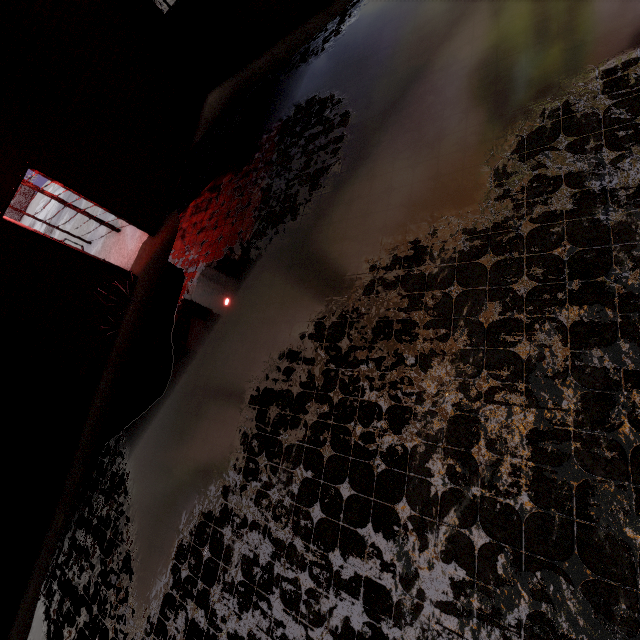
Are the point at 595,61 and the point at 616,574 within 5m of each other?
yes
